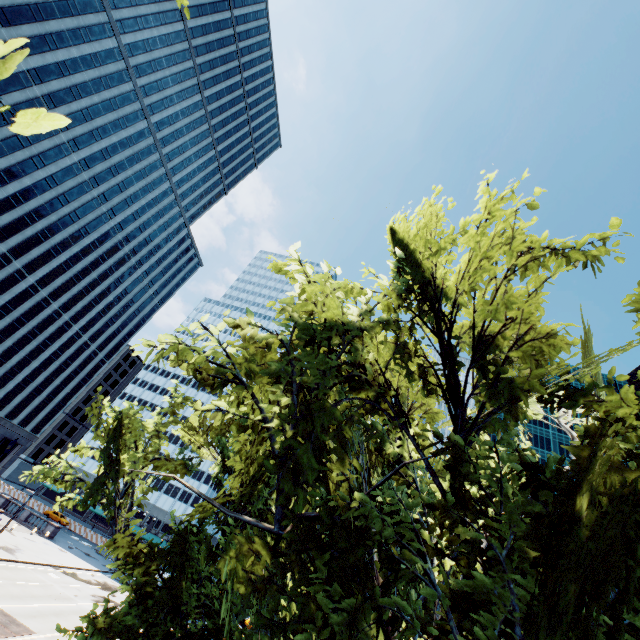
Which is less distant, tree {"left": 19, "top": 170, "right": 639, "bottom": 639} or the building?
tree {"left": 19, "top": 170, "right": 639, "bottom": 639}

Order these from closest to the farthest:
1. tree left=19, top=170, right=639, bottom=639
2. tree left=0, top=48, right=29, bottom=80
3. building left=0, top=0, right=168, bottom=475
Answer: tree left=0, top=48, right=29, bottom=80 < tree left=19, top=170, right=639, bottom=639 < building left=0, top=0, right=168, bottom=475

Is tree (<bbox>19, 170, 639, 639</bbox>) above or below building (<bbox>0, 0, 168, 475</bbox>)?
below

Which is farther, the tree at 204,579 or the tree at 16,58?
the tree at 204,579

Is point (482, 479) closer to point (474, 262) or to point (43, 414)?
point (474, 262)

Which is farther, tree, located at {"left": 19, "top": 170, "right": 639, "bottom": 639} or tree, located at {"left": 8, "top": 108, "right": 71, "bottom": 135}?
tree, located at {"left": 19, "top": 170, "right": 639, "bottom": 639}

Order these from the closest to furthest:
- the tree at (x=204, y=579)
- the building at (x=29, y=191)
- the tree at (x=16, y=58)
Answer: the tree at (x=16, y=58)
the tree at (x=204, y=579)
the building at (x=29, y=191)
